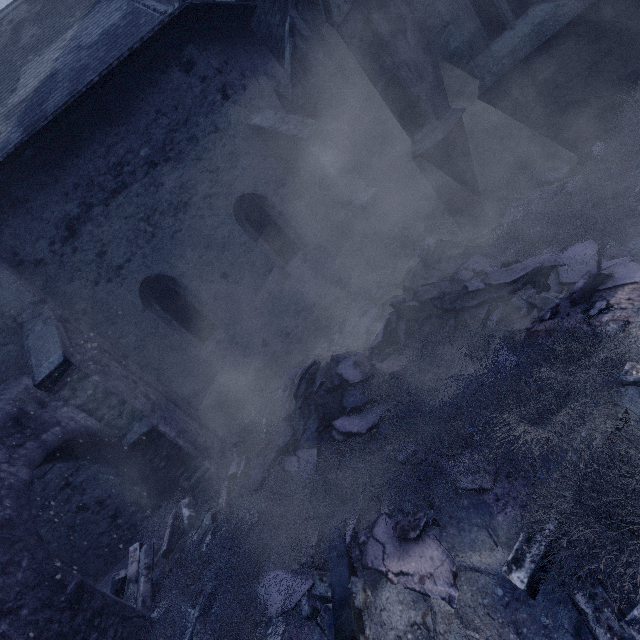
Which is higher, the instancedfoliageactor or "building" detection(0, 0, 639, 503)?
"building" detection(0, 0, 639, 503)

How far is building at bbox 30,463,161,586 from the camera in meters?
7.0

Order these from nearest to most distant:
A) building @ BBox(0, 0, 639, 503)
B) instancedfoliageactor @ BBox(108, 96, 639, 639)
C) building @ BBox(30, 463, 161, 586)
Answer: instancedfoliageactor @ BBox(108, 96, 639, 639) → building @ BBox(0, 0, 639, 503) → building @ BBox(30, 463, 161, 586)

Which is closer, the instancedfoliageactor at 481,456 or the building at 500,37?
the instancedfoliageactor at 481,456

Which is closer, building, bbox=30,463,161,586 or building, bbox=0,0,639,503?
building, bbox=0,0,639,503

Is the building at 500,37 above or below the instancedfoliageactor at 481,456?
above

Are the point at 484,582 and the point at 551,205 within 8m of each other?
yes

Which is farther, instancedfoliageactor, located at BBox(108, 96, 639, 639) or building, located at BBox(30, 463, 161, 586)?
building, located at BBox(30, 463, 161, 586)
